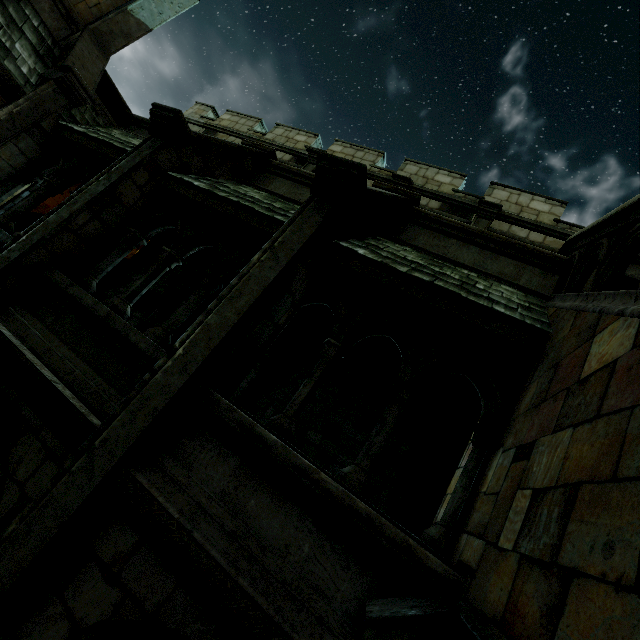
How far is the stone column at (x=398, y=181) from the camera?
10.3m

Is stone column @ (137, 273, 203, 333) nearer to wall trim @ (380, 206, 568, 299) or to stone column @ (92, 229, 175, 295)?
stone column @ (92, 229, 175, 295)

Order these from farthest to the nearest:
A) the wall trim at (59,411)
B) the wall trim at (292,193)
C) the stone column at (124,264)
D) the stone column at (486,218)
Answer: the stone column at (124,264) → the stone column at (486,218) → the wall trim at (292,193) → the wall trim at (59,411)

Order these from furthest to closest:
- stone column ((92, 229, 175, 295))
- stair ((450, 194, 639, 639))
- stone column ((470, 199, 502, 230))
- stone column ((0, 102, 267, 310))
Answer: stone column ((92, 229, 175, 295)), stone column ((470, 199, 502, 230)), stone column ((0, 102, 267, 310)), stair ((450, 194, 639, 639))

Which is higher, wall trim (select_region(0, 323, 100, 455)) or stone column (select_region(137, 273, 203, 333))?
stone column (select_region(137, 273, 203, 333))

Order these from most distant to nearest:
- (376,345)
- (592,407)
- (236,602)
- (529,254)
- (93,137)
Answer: (376,345), (93,137), (529,254), (236,602), (592,407)

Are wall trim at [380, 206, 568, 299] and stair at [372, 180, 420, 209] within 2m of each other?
yes

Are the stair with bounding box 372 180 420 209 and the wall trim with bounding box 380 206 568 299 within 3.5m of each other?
yes
